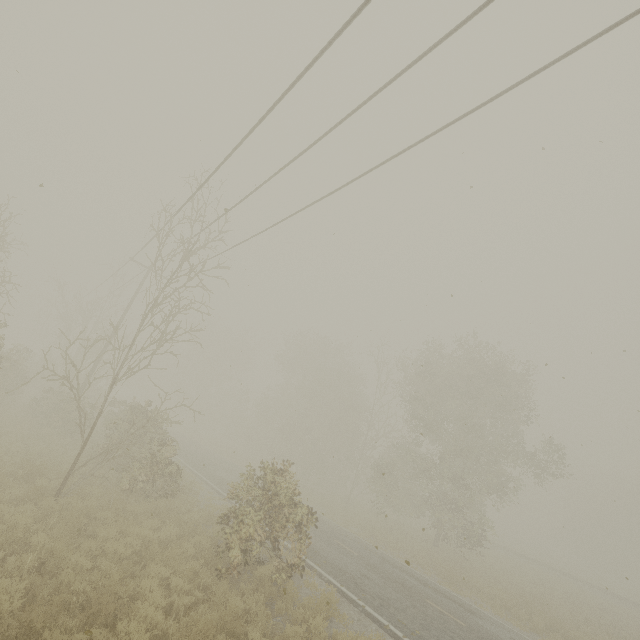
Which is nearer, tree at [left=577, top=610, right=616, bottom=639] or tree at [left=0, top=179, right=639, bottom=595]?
tree at [left=0, top=179, right=639, bottom=595]

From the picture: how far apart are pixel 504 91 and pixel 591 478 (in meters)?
72.57

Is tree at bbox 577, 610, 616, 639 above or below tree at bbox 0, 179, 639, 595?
below

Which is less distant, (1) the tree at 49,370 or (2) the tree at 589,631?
(1) the tree at 49,370

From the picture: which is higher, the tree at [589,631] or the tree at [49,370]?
the tree at [49,370]
